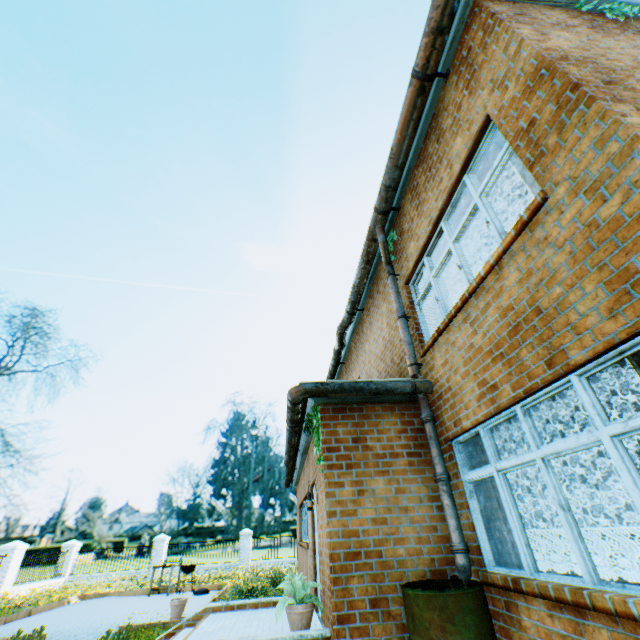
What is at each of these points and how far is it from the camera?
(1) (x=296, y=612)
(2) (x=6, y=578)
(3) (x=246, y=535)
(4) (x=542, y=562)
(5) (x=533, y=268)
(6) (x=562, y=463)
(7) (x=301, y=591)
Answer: (1) flower pot, 4.96m
(2) fence column, 15.51m
(3) fence column, 21.92m
(4) dehumidifier, 4.15m
(5) building, 3.52m
(6) shelf, 7.77m
(7) plant, 5.08m

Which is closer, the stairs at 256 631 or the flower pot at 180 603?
the stairs at 256 631

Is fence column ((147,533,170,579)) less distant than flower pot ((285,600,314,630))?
No

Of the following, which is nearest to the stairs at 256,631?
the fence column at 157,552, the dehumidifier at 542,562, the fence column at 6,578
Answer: the dehumidifier at 542,562

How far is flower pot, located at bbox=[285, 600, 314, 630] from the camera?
4.9 meters

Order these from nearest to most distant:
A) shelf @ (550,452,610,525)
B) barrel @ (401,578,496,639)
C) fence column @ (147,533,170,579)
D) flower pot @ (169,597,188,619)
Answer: barrel @ (401,578,496,639) < shelf @ (550,452,610,525) < flower pot @ (169,597,188,619) < fence column @ (147,533,170,579)

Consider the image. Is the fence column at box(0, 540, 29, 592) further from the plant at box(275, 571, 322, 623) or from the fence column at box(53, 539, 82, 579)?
the plant at box(275, 571, 322, 623)

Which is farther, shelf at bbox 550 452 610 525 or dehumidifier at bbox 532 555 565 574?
shelf at bbox 550 452 610 525
